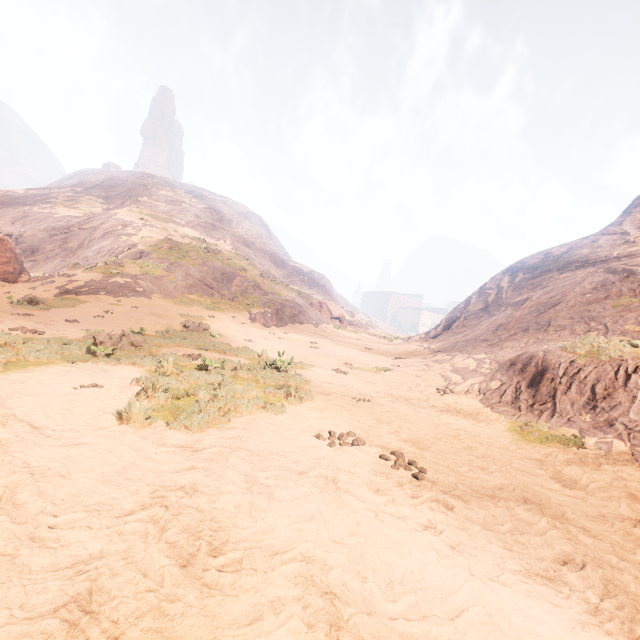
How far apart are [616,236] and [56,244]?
51.73m

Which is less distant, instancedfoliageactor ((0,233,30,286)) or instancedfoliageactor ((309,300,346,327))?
instancedfoliageactor ((0,233,30,286))

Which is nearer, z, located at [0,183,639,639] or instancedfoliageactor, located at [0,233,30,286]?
z, located at [0,183,639,639]

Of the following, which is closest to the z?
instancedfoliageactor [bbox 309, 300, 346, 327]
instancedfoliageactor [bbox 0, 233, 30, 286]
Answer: instancedfoliageactor [bbox 309, 300, 346, 327]

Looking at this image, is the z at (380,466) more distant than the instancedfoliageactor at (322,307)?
No

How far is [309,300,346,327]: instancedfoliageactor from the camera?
37.2m

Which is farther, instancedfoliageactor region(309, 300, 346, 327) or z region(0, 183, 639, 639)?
instancedfoliageactor region(309, 300, 346, 327)

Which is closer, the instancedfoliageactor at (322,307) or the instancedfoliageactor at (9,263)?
the instancedfoliageactor at (9,263)
